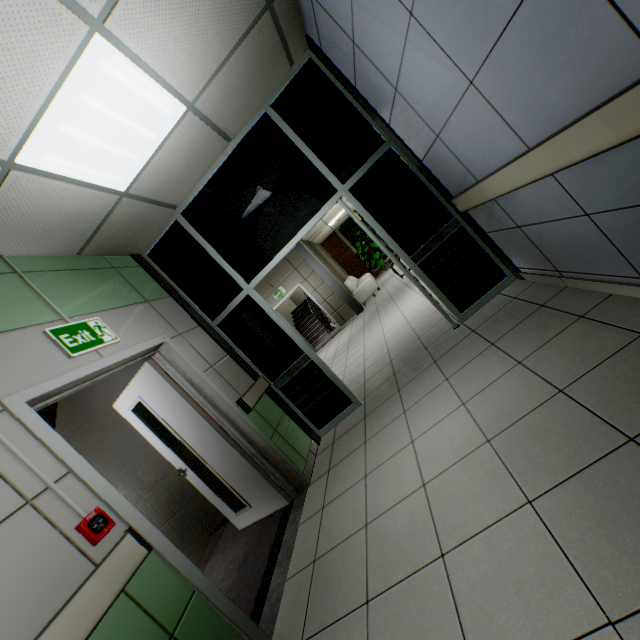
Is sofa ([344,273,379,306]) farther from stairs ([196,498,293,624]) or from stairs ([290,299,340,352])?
stairs ([196,498,293,624])

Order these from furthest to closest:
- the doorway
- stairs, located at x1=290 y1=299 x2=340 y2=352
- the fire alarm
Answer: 1. stairs, located at x1=290 y1=299 x2=340 y2=352
2. the doorway
3. the fire alarm

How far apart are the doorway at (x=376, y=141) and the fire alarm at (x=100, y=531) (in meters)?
2.41

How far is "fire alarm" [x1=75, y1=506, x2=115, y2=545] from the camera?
1.7m

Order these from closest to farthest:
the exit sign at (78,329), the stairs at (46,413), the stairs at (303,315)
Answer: the exit sign at (78,329)
the stairs at (46,413)
the stairs at (303,315)

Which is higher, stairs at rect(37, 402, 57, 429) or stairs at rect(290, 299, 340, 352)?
stairs at rect(37, 402, 57, 429)

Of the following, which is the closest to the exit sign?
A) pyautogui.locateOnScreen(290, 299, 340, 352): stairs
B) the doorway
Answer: the doorway

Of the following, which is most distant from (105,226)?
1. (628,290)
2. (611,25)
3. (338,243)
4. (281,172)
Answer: (338,243)
